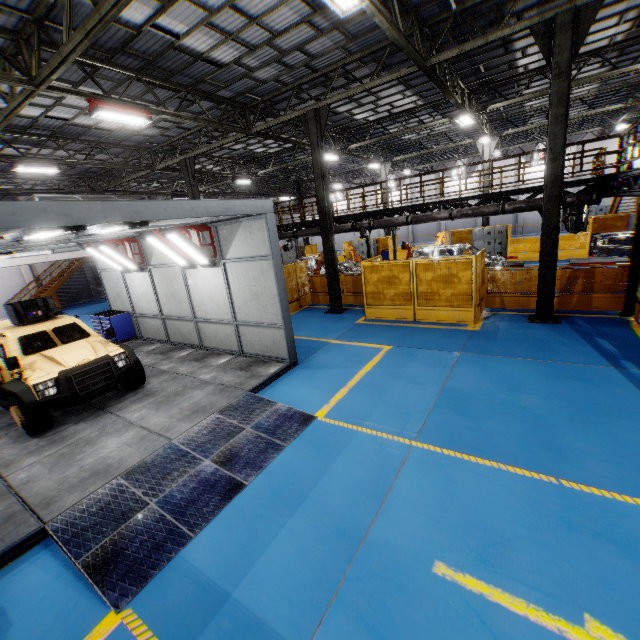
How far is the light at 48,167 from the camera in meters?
13.4 m

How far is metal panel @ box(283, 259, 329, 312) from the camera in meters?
15.0

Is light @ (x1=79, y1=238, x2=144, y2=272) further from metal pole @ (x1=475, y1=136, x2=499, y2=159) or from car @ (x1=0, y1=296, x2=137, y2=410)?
metal pole @ (x1=475, y1=136, x2=499, y2=159)

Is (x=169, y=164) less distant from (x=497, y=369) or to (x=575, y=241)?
(x=497, y=369)

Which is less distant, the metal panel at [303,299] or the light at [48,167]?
the light at [48,167]

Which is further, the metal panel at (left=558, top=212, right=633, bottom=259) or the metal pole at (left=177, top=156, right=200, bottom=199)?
the metal panel at (left=558, top=212, right=633, bottom=259)

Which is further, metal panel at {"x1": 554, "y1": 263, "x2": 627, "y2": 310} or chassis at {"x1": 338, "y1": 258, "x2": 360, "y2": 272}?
chassis at {"x1": 338, "y1": 258, "x2": 360, "y2": 272}
